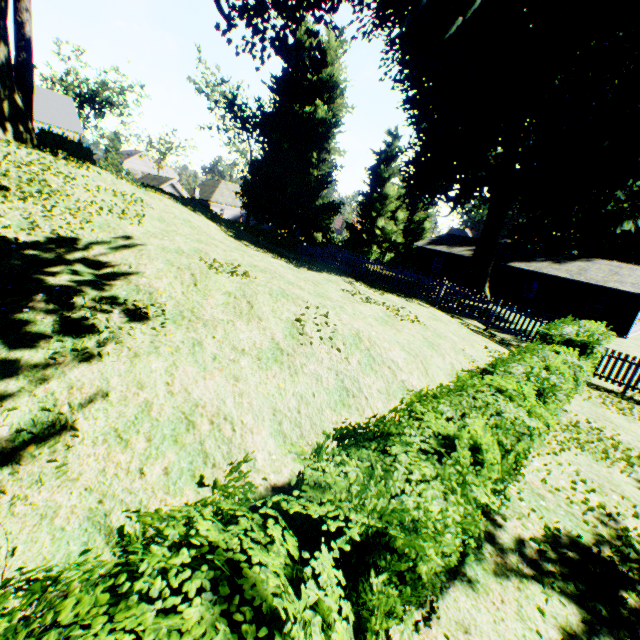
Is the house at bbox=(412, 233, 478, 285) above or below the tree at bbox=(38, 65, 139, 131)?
below

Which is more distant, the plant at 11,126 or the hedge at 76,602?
the plant at 11,126

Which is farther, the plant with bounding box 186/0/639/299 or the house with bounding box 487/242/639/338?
the house with bounding box 487/242/639/338

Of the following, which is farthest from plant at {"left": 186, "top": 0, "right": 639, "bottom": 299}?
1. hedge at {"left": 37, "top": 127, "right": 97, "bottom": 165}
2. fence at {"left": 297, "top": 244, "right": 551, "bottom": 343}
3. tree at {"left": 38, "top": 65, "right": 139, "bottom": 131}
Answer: hedge at {"left": 37, "top": 127, "right": 97, "bottom": 165}

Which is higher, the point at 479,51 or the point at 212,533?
the point at 479,51

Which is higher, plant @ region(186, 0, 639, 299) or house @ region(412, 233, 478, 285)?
plant @ region(186, 0, 639, 299)

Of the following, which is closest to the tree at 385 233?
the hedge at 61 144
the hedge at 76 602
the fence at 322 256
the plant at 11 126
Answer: the plant at 11 126

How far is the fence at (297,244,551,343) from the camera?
13.52m
